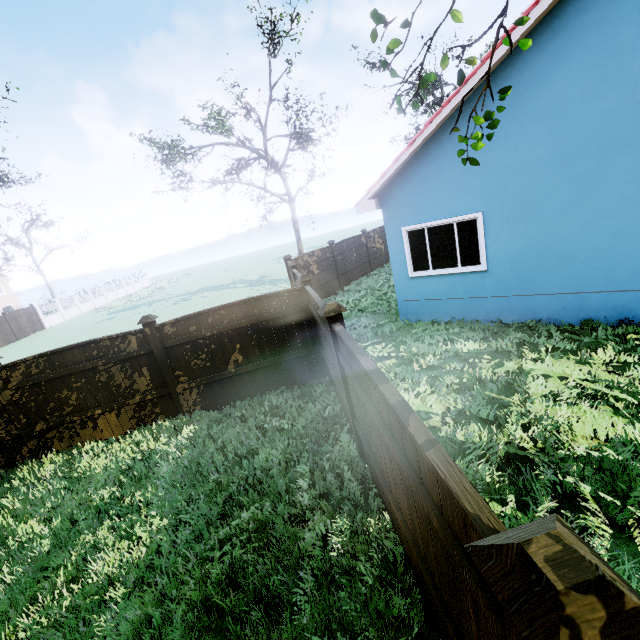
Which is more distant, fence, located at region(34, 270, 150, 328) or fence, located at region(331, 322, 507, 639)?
fence, located at region(34, 270, 150, 328)

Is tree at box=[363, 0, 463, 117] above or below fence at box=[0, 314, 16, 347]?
above

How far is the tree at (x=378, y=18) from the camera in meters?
3.0 m

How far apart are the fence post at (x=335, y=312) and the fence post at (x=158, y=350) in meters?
4.1

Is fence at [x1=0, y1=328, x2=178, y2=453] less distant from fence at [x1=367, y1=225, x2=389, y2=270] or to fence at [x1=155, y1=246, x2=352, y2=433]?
fence at [x1=155, y1=246, x2=352, y2=433]

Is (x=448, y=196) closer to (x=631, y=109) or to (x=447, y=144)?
(x=447, y=144)

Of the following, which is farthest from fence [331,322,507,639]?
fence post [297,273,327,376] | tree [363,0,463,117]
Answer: tree [363,0,463,117]

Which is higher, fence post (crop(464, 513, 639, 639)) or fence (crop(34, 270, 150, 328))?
fence post (crop(464, 513, 639, 639))
